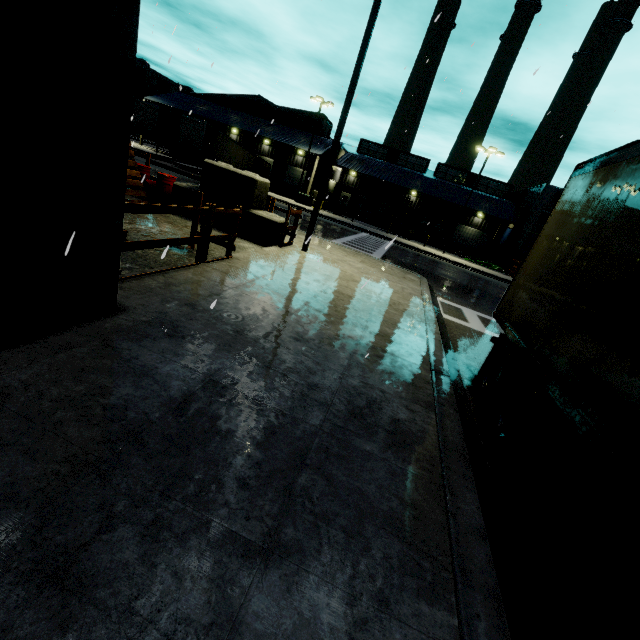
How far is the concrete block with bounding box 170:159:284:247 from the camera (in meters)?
10.07

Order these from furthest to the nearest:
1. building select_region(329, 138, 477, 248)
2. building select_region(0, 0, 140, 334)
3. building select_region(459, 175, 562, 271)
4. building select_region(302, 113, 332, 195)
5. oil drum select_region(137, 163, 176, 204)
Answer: building select_region(329, 138, 477, 248), building select_region(302, 113, 332, 195), building select_region(459, 175, 562, 271), oil drum select_region(137, 163, 176, 204), building select_region(0, 0, 140, 334)

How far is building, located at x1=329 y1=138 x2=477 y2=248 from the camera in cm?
4134

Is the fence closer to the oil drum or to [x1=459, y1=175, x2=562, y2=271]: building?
[x1=459, y1=175, x2=562, y2=271]: building

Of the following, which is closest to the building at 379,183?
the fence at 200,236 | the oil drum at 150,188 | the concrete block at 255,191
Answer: the fence at 200,236

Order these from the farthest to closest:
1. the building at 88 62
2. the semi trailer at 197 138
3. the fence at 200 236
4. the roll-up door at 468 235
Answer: the roll-up door at 468 235
the semi trailer at 197 138
the fence at 200 236
the building at 88 62

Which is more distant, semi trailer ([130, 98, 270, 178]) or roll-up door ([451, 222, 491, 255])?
roll-up door ([451, 222, 491, 255])

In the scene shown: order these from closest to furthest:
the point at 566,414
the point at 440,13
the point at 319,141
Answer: the point at 566,414 < the point at 440,13 < the point at 319,141
